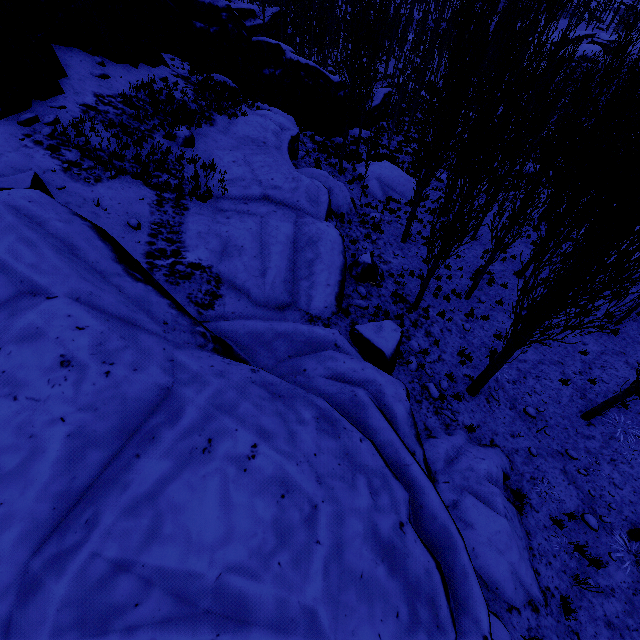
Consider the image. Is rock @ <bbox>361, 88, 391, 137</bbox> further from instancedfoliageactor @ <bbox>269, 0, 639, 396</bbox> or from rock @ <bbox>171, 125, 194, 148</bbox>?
rock @ <bbox>171, 125, 194, 148</bbox>

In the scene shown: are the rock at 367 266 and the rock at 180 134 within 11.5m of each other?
yes

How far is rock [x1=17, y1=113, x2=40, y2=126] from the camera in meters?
8.9

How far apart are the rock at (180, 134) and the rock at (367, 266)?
→ 7.36m

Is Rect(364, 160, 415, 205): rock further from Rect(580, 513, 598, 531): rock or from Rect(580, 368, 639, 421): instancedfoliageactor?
Rect(580, 513, 598, 531): rock

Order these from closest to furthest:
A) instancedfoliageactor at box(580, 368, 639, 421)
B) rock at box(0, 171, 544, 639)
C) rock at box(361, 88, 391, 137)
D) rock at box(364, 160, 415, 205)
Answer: rock at box(0, 171, 544, 639)
instancedfoliageactor at box(580, 368, 639, 421)
rock at box(364, 160, 415, 205)
rock at box(361, 88, 391, 137)

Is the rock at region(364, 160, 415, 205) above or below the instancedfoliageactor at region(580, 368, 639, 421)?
below

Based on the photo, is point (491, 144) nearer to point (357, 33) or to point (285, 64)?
point (357, 33)
